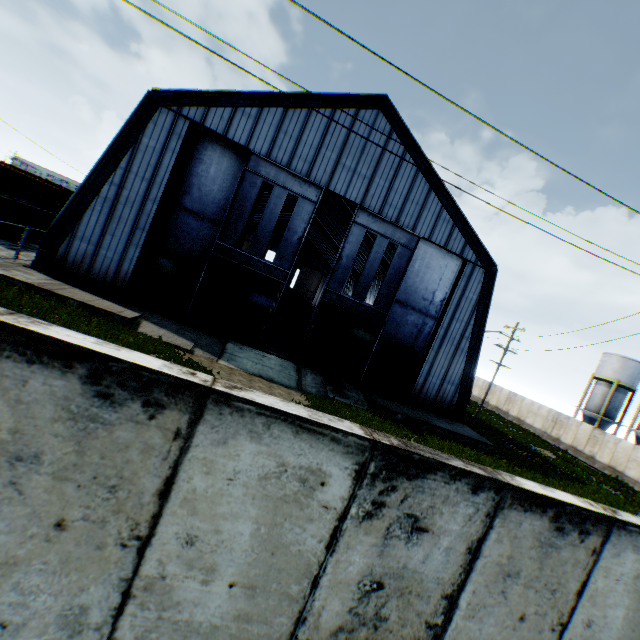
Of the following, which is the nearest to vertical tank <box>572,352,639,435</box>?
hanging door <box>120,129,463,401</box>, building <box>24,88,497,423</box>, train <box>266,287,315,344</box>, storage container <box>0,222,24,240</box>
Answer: building <box>24,88,497,423</box>

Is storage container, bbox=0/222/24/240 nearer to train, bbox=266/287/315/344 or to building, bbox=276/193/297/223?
building, bbox=276/193/297/223

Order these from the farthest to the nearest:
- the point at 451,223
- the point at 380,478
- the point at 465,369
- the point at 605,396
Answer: the point at 605,396, the point at 465,369, the point at 451,223, the point at 380,478

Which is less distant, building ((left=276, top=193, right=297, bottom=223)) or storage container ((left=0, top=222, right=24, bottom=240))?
storage container ((left=0, top=222, right=24, bottom=240))

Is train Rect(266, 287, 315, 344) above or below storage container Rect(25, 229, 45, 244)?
above

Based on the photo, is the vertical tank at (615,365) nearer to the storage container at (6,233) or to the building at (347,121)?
the building at (347,121)

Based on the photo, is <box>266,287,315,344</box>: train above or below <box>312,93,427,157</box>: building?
below
